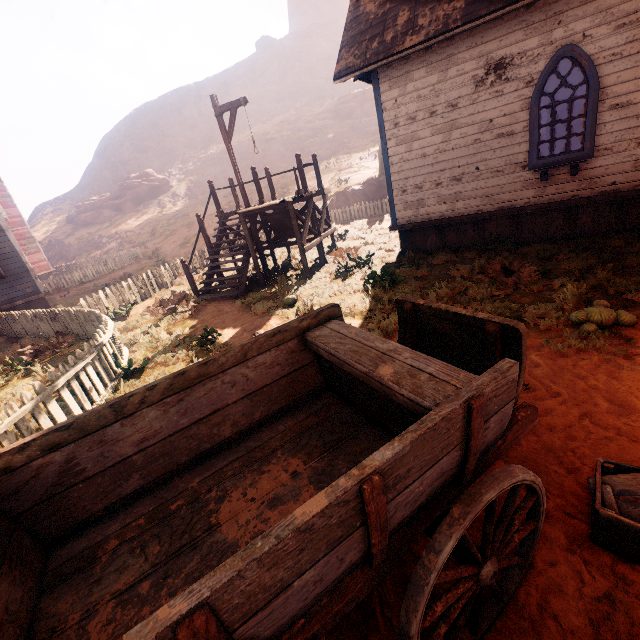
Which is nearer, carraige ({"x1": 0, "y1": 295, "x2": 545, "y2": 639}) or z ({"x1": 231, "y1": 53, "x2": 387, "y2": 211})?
carraige ({"x1": 0, "y1": 295, "x2": 545, "y2": 639})

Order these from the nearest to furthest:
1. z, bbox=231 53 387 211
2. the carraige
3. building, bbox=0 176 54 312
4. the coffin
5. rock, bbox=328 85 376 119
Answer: the carraige
the coffin
building, bbox=0 176 54 312
z, bbox=231 53 387 211
rock, bbox=328 85 376 119

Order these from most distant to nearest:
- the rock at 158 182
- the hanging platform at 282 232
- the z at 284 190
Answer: the rock at 158 182 → the z at 284 190 → the hanging platform at 282 232

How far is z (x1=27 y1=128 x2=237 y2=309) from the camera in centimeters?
2448cm

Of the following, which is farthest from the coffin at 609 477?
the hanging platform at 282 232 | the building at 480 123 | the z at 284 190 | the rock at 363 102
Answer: the rock at 363 102

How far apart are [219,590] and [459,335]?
2.18m

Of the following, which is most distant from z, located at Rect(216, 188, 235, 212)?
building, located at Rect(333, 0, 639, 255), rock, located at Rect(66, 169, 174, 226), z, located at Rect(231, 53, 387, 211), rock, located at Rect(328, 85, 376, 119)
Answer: rock, located at Rect(328, 85, 376, 119)
